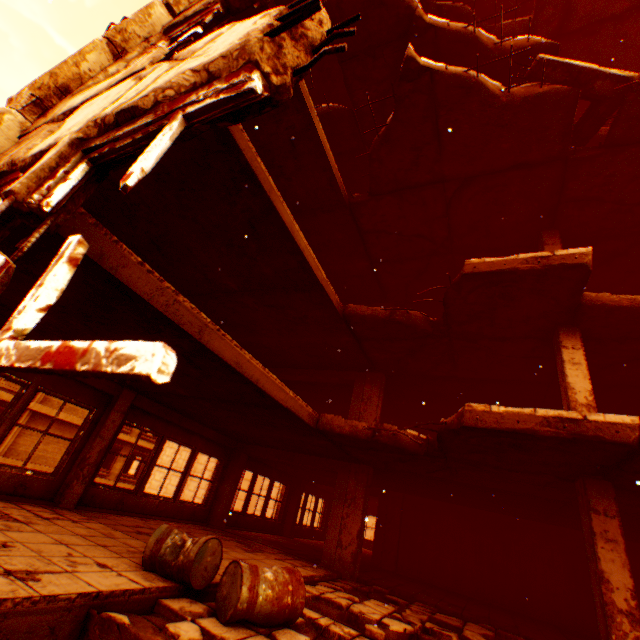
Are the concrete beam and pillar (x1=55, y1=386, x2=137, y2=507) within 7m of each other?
yes

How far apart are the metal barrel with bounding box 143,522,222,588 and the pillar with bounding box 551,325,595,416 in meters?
6.1 m

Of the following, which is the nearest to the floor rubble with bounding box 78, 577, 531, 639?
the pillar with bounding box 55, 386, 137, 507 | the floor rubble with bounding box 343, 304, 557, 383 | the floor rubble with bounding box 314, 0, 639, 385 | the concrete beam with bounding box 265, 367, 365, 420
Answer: the floor rubble with bounding box 314, 0, 639, 385

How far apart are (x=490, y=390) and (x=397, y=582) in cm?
626

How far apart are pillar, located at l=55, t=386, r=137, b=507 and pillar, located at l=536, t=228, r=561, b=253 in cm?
1019

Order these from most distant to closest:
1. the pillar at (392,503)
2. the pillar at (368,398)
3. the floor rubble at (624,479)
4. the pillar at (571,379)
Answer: the pillar at (392,503), the pillar at (368,398), the pillar at (571,379), the floor rubble at (624,479)

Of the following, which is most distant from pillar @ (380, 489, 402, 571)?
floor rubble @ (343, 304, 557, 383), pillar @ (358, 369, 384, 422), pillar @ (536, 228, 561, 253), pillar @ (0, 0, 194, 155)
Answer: pillar @ (0, 0, 194, 155)

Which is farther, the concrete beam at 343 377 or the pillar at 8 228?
the concrete beam at 343 377
